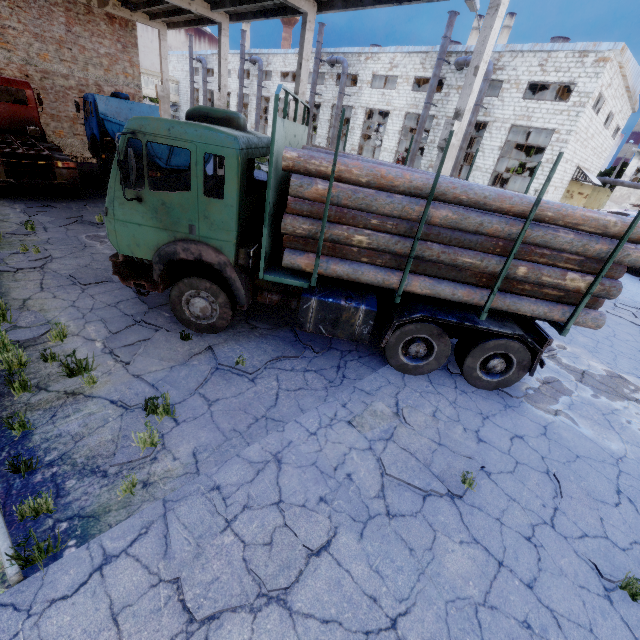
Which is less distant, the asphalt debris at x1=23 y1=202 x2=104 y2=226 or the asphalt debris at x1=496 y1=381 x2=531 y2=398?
the asphalt debris at x1=496 y1=381 x2=531 y2=398

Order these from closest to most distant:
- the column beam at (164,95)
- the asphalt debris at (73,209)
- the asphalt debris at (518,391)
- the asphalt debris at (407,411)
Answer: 1. the asphalt debris at (407,411)
2. the asphalt debris at (518,391)
3. the asphalt debris at (73,209)
4. the column beam at (164,95)

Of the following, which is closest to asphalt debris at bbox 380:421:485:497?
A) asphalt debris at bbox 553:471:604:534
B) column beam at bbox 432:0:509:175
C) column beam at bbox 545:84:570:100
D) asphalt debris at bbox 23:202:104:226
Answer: asphalt debris at bbox 553:471:604:534

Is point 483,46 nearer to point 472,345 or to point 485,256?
point 485,256

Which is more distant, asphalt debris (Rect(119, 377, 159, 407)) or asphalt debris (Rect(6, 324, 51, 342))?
asphalt debris (Rect(6, 324, 51, 342))

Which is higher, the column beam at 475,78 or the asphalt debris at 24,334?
the column beam at 475,78

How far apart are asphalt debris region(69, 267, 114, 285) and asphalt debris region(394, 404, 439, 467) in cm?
659

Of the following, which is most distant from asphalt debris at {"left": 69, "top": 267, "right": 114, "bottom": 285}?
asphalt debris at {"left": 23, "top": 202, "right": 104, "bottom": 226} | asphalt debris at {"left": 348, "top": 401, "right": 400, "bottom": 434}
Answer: asphalt debris at {"left": 348, "top": 401, "right": 400, "bottom": 434}
